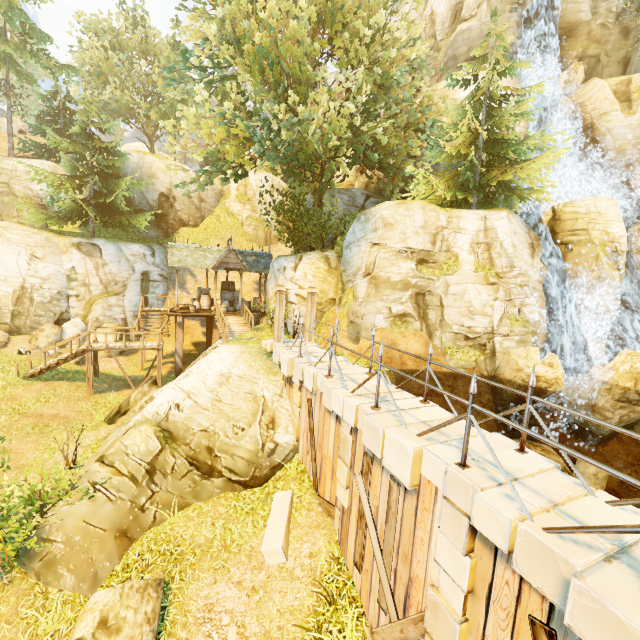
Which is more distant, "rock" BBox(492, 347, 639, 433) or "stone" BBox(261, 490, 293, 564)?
"rock" BBox(492, 347, 639, 433)

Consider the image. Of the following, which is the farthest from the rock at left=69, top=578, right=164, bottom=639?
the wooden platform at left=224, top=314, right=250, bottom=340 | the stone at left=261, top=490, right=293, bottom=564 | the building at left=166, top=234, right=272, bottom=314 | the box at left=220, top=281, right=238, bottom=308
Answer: the box at left=220, top=281, right=238, bottom=308

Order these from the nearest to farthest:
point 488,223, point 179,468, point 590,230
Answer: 1. point 179,468
2. point 488,223
3. point 590,230

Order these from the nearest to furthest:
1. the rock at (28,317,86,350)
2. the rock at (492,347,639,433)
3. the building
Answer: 1. the rock at (492,347,639,433)
2. the rock at (28,317,86,350)
3. the building

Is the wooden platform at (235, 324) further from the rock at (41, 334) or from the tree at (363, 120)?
the tree at (363, 120)

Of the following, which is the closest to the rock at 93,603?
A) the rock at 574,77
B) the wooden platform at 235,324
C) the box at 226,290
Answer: the wooden platform at 235,324

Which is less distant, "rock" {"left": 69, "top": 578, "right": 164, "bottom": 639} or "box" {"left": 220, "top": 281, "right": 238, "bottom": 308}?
"rock" {"left": 69, "top": 578, "right": 164, "bottom": 639}

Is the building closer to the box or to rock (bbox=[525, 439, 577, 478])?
the box
